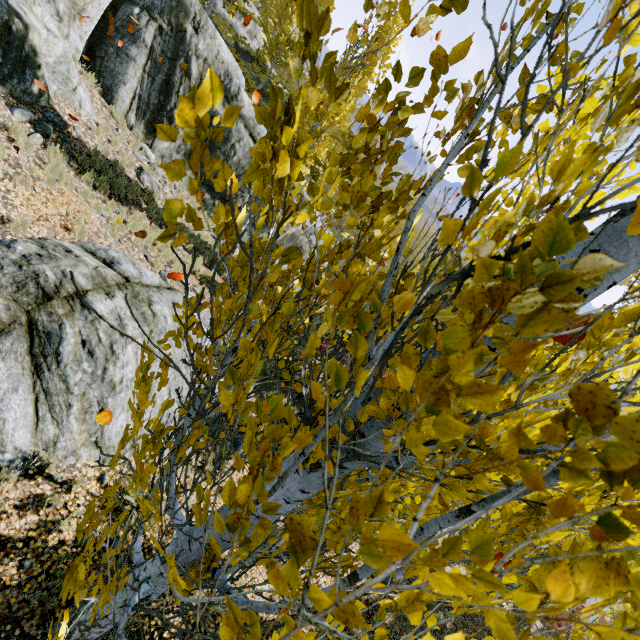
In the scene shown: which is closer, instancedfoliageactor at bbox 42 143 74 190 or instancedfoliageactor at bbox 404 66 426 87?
instancedfoliageactor at bbox 404 66 426 87

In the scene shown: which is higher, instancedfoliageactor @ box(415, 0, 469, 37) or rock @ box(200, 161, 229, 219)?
instancedfoliageactor @ box(415, 0, 469, 37)

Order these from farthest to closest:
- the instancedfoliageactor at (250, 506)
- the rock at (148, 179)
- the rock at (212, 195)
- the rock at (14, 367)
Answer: the rock at (212, 195) → the rock at (148, 179) → the rock at (14, 367) → the instancedfoliageactor at (250, 506)

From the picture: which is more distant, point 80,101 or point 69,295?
point 80,101

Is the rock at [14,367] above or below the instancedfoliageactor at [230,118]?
below

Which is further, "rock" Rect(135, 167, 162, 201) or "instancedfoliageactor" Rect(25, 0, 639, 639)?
"rock" Rect(135, 167, 162, 201)
